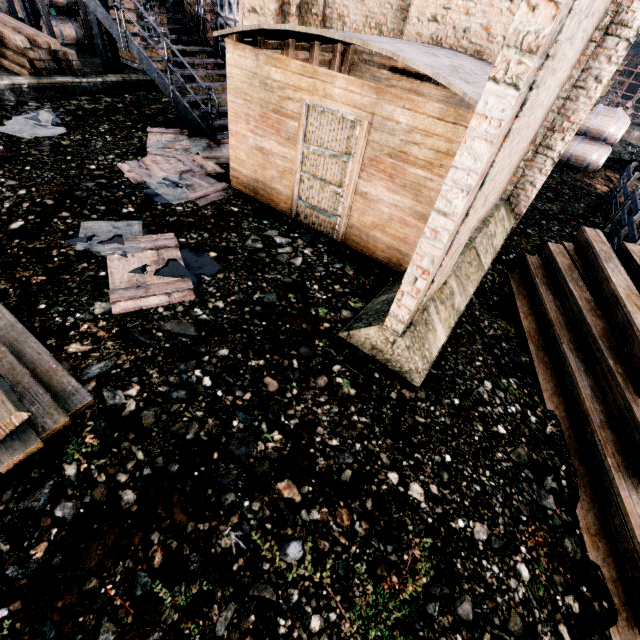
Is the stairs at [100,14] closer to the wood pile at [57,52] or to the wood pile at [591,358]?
the wood pile at [57,52]

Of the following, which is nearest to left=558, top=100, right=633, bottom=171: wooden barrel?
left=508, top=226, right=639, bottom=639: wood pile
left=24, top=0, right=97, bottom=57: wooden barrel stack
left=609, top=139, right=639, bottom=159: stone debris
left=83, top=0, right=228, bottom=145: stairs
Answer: left=609, top=139, right=639, bottom=159: stone debris

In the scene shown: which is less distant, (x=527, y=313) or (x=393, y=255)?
(x=393, y=255)

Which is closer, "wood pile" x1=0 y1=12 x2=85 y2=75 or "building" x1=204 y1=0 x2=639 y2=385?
"building" x1=204 y1=0 x2=639 y2=385

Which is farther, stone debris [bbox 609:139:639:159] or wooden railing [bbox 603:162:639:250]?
stone debris [bbox 609:139:639:159]

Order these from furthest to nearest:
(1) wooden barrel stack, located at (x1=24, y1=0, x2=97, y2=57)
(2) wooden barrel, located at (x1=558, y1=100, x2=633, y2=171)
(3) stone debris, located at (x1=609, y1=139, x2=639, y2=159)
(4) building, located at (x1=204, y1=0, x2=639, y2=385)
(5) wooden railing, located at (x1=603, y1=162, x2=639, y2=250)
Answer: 1. (3) stone debris, located at (x1=609, y1=139, x2=639, y2=159)
2. (2) wooden barrel, located at (x1=558, y1=100, x2=633, y2=171)
3. (1) wooden barrel stack, located at (x1=24, y1=0, x2=97, y2=57)
4. (5) wooden railing, located at (x1=603, y1=162, x2=639, y2=250)
5. (4) building, located at (x1=204, y1=0, x2=639, y2=385)

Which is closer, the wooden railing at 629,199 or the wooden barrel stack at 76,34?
the wooden railing at 629,199

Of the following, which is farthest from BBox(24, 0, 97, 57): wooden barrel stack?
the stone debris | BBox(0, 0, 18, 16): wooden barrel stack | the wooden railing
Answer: the stone debris
